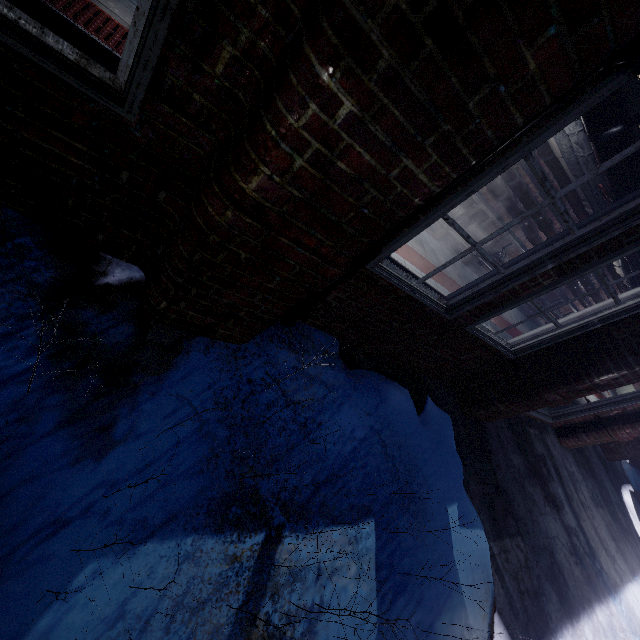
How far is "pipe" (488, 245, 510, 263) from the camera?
6.2m

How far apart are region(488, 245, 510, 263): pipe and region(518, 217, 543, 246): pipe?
0.4m

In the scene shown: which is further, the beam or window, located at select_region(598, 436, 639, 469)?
window, located at select_region(598, 436, 639, 469)

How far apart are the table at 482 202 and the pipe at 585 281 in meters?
0.1

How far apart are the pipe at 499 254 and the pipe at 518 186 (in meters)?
0.42

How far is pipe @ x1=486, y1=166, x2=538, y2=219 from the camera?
4.9m

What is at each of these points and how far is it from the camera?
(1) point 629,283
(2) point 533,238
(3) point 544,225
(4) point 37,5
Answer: (1) pipe, 5.4m
(2) pipe, 6.0m
(3) pipe, 5.7m
(4) bench, 1.1m
